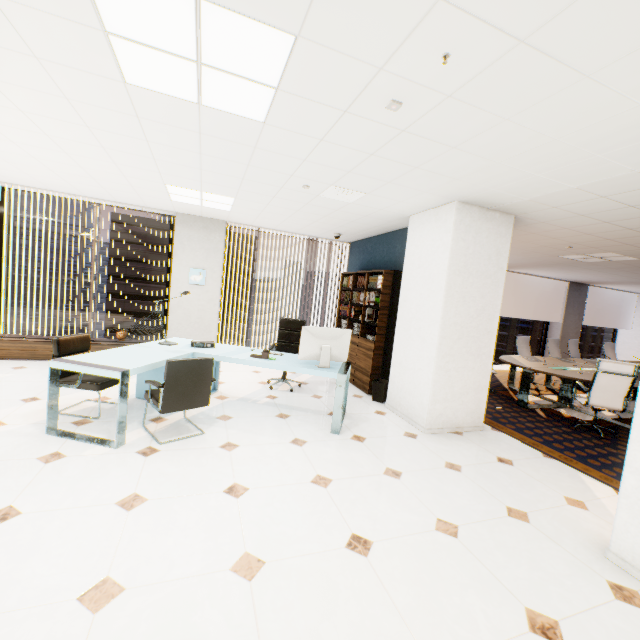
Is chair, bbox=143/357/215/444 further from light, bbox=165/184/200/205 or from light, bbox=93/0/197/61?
light, bbox=165/184/200/205

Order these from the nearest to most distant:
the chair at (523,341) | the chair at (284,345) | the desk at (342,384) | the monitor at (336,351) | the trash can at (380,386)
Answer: the desk at (342,384)
the monitor at (336,351)
the trash can at (380,386)
the chair at (284,345)
the chair at (523,341)

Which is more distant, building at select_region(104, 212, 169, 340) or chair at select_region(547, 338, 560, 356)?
building at select_region(104, 212, 169, 340)

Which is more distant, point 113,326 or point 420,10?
point 113,326

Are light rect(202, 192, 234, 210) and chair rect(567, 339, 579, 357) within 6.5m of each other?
no

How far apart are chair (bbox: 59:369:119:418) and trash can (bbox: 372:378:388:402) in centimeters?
357cm

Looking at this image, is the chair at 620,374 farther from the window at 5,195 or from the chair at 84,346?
the window at 5,195

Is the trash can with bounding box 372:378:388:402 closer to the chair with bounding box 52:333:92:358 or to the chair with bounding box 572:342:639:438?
the chair with bounding box 572:342:639:438
